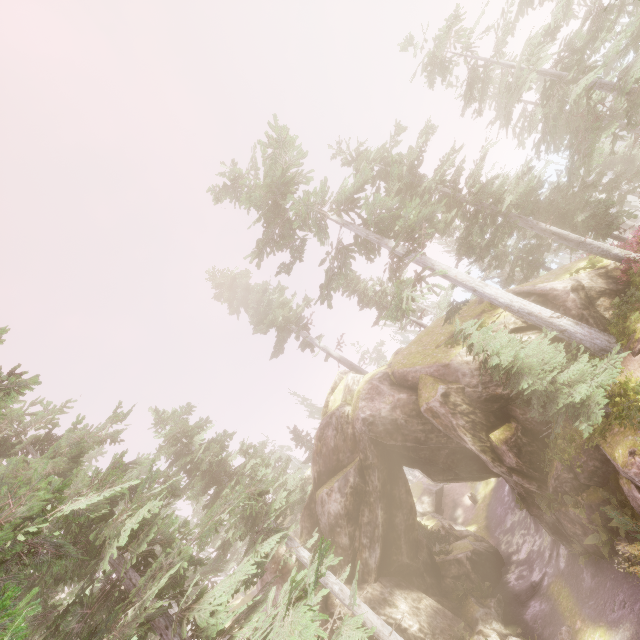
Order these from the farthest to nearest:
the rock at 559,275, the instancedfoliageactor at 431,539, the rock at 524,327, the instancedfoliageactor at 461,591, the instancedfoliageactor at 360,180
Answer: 1. the instancedfoliageactor at 431,539
2. the instancedfoliageactor at 461,591
3. the rock at 524,327
4. the rock at 559,275
5. the instancedfoliageactor at 360,180

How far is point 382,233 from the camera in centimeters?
1920cm

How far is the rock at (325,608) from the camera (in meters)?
18.17

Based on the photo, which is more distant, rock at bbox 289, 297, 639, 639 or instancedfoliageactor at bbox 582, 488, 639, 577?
rock at bbox 289, 297, 639, 639

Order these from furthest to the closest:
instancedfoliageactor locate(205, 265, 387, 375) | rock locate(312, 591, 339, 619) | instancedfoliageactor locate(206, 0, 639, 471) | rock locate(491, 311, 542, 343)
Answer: instancedfoliageactor locate(205, 265, 387, 375)
rock locate(312, 591, 339, 619)
rock locate(491, 311, 542, 343)
instancedfoliageactor locate(206, 0, 639, 471)

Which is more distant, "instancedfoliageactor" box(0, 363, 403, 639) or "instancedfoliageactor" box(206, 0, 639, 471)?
"instancedfoliageactor" box(206, 0, 639, 471)
